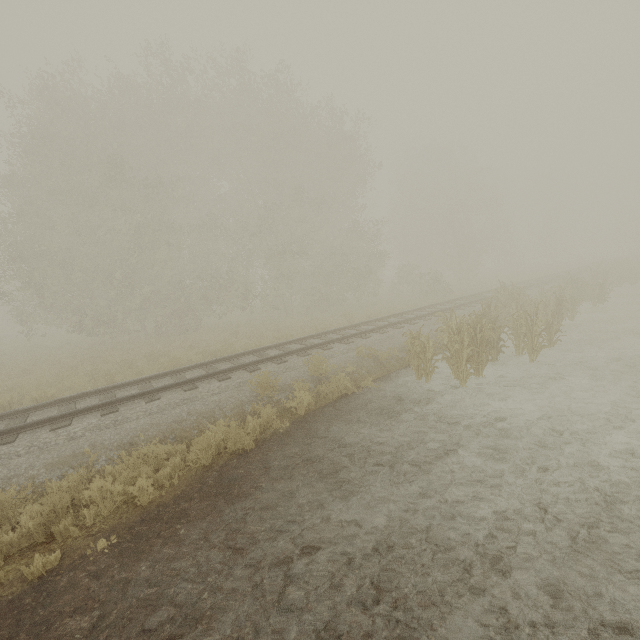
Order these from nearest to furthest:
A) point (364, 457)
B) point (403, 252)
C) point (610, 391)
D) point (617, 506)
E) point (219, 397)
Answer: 1. point (617, 506)
2. point (364, 457)
3. point (610, 391)
4. point (219, 397)
5. point (403, 252)

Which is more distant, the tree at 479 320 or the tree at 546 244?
the tree at 546 244

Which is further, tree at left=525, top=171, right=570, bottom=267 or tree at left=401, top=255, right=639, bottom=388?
tree at left=525, top=171, right=570, bottom=267

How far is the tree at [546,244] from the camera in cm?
4659

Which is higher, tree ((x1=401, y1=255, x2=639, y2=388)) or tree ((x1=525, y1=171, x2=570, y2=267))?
tree ((x1=525, y1=171, x2=570, y2=267))

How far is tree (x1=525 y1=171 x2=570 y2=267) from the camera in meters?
46.6 m
